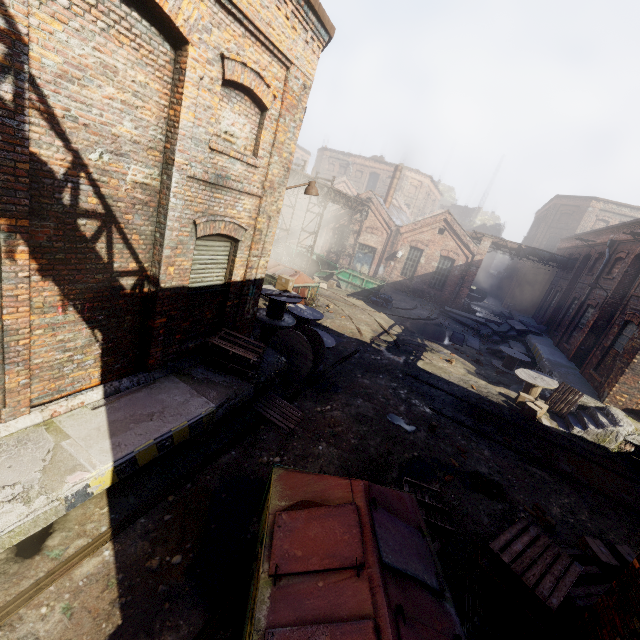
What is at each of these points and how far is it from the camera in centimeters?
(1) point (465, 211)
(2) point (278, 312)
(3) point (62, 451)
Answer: (1) building, 5431cm
(2) spool, 1095cm
(3) building, 446cm

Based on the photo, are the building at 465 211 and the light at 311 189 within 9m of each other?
no

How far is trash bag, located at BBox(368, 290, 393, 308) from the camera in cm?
2151

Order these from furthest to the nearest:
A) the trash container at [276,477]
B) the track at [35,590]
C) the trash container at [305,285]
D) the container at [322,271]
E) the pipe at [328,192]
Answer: the container at [322,271] < the pipe at [328,192] < the trash container at [305,285] < the track at [35,590] < the trash container at [276,477]

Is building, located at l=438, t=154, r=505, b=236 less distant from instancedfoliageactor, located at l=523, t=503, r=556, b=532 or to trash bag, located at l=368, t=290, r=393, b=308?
trash bag, located at l=368, t=290, r=393, b=308

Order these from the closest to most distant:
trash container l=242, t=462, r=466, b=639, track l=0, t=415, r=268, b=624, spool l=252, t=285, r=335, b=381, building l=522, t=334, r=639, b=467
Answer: trash container l=242, t=462, r=466, b=639
track l=0, t=415, r=268, b=624
spool l=252, t=285, r=335, b=381
building l=522, t=334, r=639, b=467

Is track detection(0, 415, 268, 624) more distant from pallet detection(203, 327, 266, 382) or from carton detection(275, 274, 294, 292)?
carton detection(275, 274, 294, 292)

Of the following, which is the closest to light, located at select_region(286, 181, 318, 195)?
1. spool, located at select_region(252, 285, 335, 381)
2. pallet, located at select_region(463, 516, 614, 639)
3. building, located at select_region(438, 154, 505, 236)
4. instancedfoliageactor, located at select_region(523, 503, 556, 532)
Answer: spool, located at select_region(252, 285, 335, 381)
